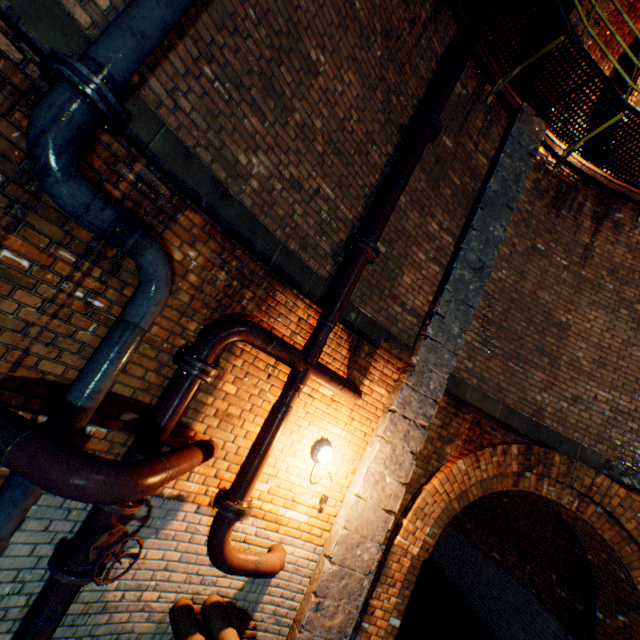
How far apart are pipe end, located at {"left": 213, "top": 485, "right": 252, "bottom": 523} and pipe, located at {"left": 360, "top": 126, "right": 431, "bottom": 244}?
3.0m

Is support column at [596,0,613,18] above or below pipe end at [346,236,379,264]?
above

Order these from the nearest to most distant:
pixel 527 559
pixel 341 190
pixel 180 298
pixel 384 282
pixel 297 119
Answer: pixel 180 298
pixel 297 119
pixel 341 190
pixel 384 282
pixel 527 559

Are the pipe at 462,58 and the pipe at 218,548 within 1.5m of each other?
→ no

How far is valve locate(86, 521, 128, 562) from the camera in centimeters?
228cm

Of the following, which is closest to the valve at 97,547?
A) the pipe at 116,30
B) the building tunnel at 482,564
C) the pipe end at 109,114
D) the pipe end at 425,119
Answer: the pipe at 116,30

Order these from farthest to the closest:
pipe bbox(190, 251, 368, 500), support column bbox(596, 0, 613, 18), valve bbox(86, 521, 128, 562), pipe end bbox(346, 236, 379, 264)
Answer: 1. support column bbox(596, 0, 613, 18)
2. pipe end bbox(346, 236, 379, 264)
3. pipe bbox(190, 251, 368, 500)
4. valve bbox(86, 521, 128, 562)

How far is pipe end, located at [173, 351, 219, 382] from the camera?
2.6 meters
